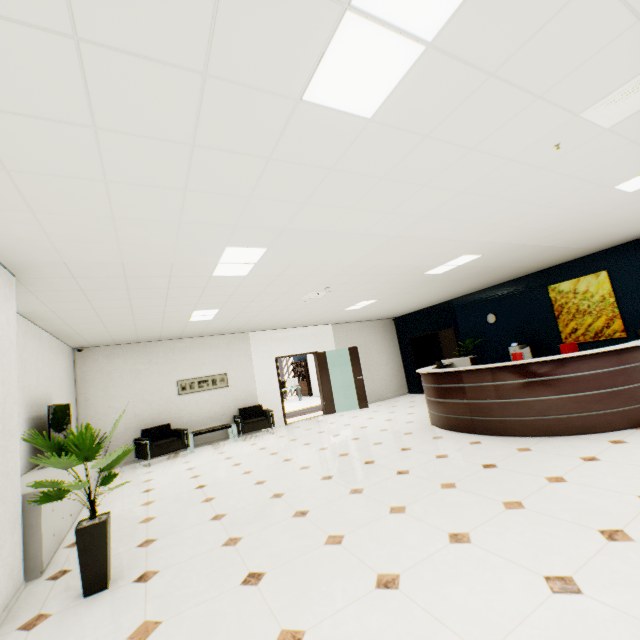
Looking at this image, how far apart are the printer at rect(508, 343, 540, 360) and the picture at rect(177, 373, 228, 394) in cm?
772

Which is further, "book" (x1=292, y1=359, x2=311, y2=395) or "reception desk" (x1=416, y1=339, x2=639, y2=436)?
"book" (x1=292, y1=359, x2=311, y2=395)

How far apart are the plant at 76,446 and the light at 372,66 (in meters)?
2.96

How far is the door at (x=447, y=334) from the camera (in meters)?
9.53

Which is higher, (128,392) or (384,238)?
(384,238)

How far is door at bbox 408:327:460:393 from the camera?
9.5 meters

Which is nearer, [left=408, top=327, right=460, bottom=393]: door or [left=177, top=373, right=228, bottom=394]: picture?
[left=177, top=373, right=228, bottom=394]: picture

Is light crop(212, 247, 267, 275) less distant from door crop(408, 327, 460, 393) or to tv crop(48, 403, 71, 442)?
tv crop(48, 403, 71, 442)
